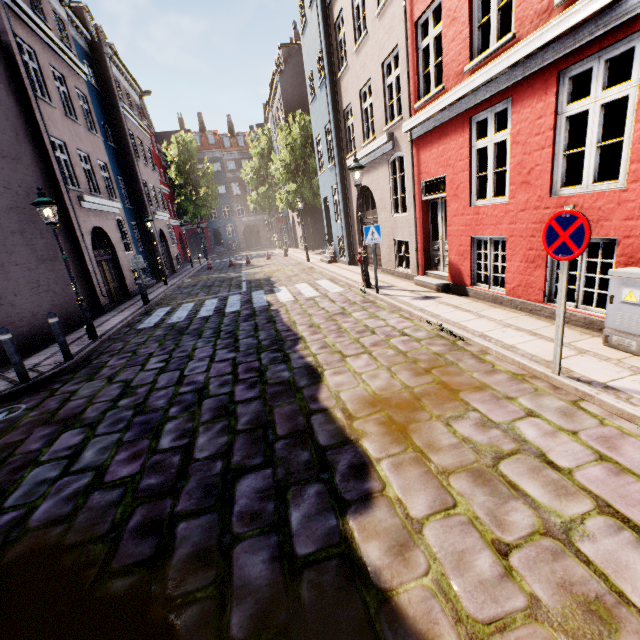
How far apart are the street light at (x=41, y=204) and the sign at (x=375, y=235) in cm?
770

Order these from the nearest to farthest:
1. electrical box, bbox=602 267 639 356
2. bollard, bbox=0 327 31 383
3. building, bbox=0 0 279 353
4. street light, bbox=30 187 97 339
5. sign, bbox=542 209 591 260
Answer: sign, bbox=542 209 591 260
electrical box, bbox=602 267 639 356
bollard, bbox=0 327 31 383
street light, bbox=30 187 97 339
building, bbox=0 0 279 353

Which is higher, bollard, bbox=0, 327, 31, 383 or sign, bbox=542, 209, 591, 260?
sign, bbox=542, 209, 591, 260

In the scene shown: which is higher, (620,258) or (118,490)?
(620,258)

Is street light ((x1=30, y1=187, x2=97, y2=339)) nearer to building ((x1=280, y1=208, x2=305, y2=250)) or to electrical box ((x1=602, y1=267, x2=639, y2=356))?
building ((x1=280, y1=208, x2=305, y2=250))

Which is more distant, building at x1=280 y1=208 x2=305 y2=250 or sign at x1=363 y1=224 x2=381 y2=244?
building at x1=280 y1=208 x2=305 y2=250

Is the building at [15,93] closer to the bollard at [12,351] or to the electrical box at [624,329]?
the bollard at [12,351]

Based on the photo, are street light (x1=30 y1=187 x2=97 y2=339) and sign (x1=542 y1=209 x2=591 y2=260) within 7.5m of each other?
no
